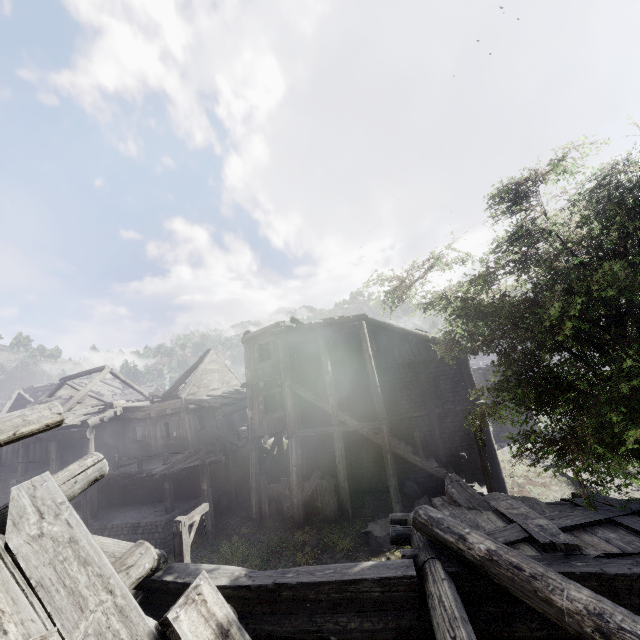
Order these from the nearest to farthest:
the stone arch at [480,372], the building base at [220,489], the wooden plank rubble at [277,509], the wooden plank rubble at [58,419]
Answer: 1. the wooden plank rubble at [58,419]
2. the wooden plank rubble at [277,509]
3. the building base at [220,489]
4. the stone arch at [480,372]

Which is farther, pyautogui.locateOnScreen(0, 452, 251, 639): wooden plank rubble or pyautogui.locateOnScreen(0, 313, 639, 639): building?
pyautogui.locateOnScreen(0, 313, 639, 639): building

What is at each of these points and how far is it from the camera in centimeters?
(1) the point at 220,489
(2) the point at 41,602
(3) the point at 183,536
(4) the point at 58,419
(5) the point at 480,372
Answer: (1) building base, 1948cm
(2) wooden plank rubble, 184cm
(3) wooden lamp post, 891cm
(4) wooden plank rubble, 275cm
(5) stone arch, 2716cm

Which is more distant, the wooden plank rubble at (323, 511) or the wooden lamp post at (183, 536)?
the wooden plank rubble at (323, 511)

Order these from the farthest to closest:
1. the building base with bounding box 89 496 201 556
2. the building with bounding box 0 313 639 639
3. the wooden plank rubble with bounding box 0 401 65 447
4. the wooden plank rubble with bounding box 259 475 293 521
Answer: the wooden plank rubble with bounding box 259 475 293 521
the building base with bounding box 89 496 201 556
the building with bounding box 0 313 639 639
the wooden plank rubble with bounding box 0 401 65 447

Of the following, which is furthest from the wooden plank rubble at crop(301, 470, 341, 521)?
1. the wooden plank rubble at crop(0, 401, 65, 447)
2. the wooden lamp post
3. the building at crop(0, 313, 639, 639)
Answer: the wooden plank rubble at crop(0, 401, 65, 447)

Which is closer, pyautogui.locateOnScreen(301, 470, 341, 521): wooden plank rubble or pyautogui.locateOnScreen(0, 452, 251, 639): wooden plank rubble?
pyautogui.locateOnScreen(0, 452, 251, 639): wooden plank rubble

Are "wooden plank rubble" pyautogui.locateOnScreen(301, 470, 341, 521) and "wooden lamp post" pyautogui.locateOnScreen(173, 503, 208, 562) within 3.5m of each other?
no
